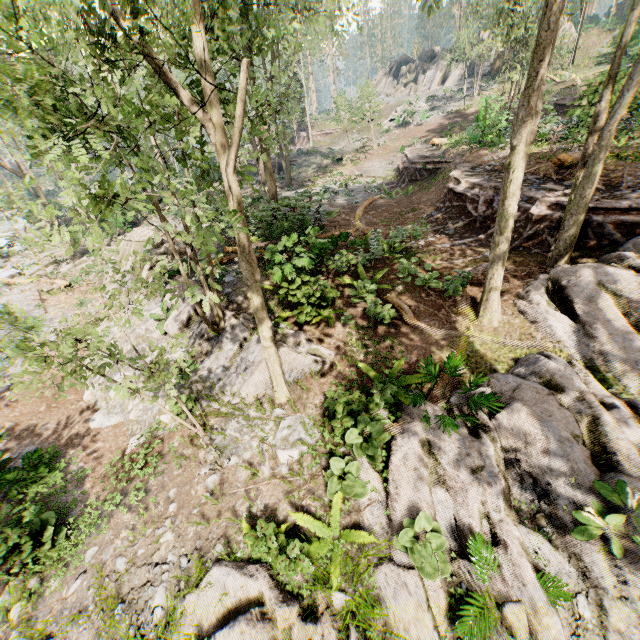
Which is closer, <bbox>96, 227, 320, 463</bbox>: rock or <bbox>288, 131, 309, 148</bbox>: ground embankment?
<bbox>96, 227, 320, 463</bbox>: rock

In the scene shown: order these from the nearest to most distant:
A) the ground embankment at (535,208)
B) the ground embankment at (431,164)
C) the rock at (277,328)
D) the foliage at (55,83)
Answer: the foliage at (55,83)
the rock at (277,328)
the ground embankment at (535,208)
the ground embankment at (431,164)

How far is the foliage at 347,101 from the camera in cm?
2972

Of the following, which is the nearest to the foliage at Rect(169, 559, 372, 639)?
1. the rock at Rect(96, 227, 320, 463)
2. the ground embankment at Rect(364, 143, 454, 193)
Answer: the rock at Rect(96, 227, 320, 463)

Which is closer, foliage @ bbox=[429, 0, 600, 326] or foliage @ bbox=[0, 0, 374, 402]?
foliage @ bbox=[0, 0, 374, 402]

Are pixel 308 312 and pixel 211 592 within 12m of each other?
yes

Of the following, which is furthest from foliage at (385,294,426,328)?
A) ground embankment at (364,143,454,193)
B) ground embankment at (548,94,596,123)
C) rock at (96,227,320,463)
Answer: ground embankment at (364,143,454,193)
